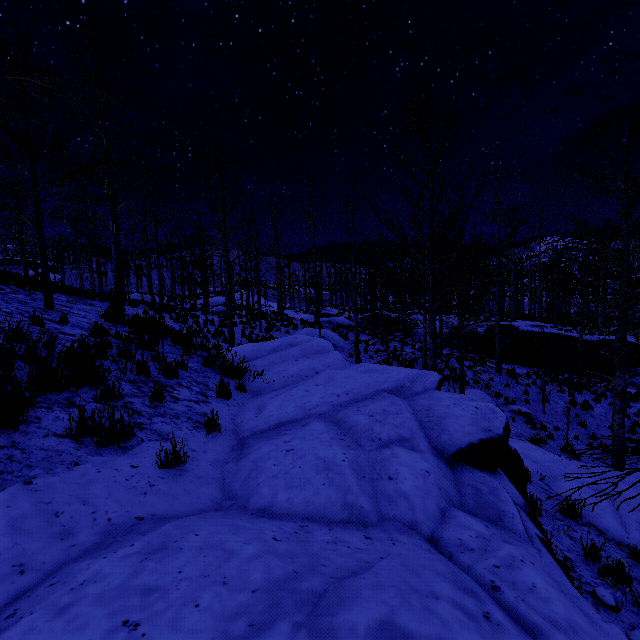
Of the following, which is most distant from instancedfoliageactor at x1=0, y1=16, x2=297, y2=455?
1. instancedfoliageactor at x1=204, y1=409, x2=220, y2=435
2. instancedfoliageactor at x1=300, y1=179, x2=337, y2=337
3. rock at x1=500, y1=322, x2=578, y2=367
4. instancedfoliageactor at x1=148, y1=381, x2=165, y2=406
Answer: rock at x1=500, y1=322, x2=578, y2=367

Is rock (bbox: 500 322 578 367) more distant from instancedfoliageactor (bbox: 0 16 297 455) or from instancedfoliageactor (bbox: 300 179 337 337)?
instancedfoliageactor (bbox: 0 16 297 455)

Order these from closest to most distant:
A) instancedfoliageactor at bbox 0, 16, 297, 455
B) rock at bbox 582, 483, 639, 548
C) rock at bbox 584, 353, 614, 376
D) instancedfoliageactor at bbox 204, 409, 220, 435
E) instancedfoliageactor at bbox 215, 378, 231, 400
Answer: instancedfoliageactor at bbox 0, 16, 297, 455, instancedfoliageactor at bbox 204, 409, 220, 435, instancedfoliageactor at bbox 215, 378, 231, 400, rock at bbox 582, 483, 639, 548, rock at bbox 584, 353, 614, 376

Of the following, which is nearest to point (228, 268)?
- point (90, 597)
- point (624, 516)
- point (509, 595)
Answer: point (90, 597)

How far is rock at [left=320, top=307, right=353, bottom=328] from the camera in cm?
2505

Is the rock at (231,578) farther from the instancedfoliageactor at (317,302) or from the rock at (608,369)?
the rock at (608,369)

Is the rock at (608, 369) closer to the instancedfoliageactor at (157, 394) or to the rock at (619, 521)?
the rock at (619, 521)

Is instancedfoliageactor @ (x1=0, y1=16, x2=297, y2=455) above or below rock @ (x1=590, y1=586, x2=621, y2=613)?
above
